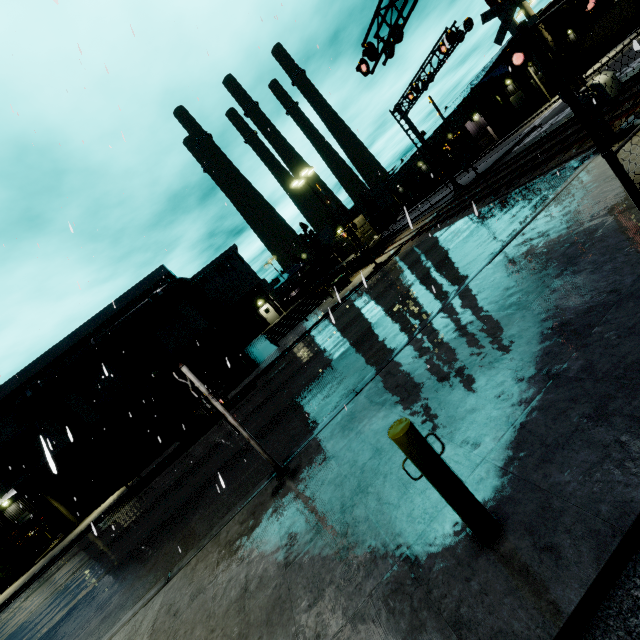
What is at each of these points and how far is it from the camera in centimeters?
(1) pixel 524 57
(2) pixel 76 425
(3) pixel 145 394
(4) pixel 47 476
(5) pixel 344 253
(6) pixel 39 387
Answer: A:
(1) railroad crossing gate, 886cm
(2) tree, 2331cm
(3) roll-up door, 2473cm
(4) building, 2283cm
(5) cargo container, 3412cm
(6) pipe, 2141cm

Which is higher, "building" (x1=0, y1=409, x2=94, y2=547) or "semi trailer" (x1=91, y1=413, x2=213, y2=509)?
"building" (x1=0, y1=409, x2=94, y2=547)

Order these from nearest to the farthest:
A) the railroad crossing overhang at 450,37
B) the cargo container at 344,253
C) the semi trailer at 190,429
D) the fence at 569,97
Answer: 1. the fence at 569,97
2. the semi trailer at 190,429
3. the railroad crossing overhang at 450,37
4. the cargo container at 344,253

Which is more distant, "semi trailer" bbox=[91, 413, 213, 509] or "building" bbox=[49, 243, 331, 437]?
"building" bbox=[49, 243, 331, 437]

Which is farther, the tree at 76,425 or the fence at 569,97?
the tree at 76,425

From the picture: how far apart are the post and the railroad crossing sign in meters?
3.8

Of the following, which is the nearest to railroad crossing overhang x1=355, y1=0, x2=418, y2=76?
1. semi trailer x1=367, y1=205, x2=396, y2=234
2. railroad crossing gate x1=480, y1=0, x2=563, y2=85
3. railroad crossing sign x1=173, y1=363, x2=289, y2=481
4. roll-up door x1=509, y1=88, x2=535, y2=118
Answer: railroad crossing gate x1=480, y1=0, x2=563, y2=85

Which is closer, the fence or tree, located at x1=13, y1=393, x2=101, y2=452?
the fence
